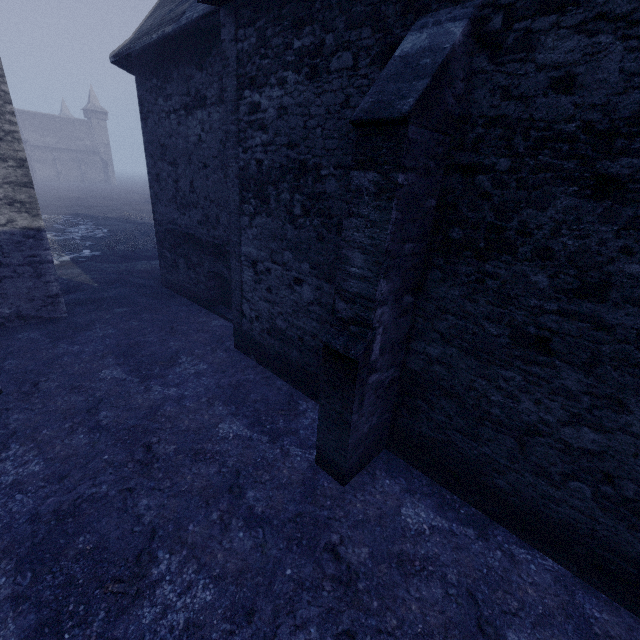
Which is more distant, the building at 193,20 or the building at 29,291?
the building at 29,291

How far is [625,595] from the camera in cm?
357

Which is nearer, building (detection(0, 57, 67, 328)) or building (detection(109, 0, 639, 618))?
building (detection(109, 0, 639, 618))
